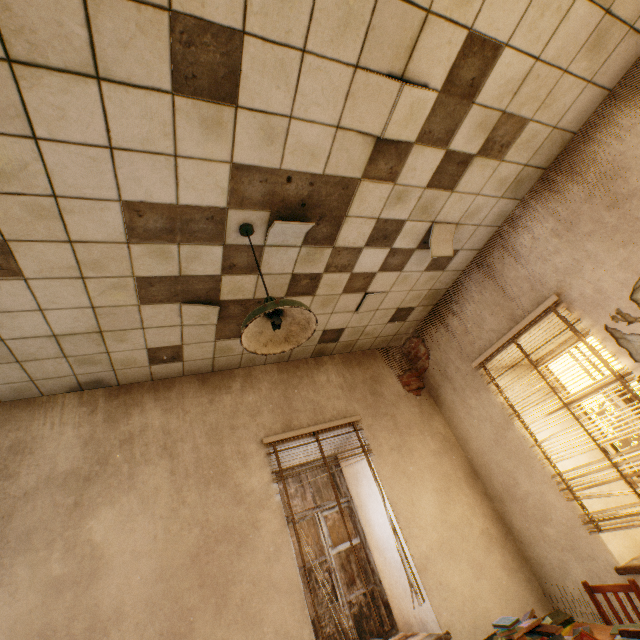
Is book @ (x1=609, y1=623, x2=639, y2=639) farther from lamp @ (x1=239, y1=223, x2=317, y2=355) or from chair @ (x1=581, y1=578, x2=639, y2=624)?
lamp @ (x1=239, y1=223, x2=317, y2=355)

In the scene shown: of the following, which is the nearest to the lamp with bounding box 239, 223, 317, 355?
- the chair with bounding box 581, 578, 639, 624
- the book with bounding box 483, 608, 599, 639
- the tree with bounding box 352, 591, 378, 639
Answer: the book with bounding box 483, 608, 599, 639

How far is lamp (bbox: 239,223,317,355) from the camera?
1.8m

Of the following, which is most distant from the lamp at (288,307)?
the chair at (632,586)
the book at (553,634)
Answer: the chair at (632,586)

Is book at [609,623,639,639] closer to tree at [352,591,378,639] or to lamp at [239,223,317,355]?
lamp at [239,223,317,355]

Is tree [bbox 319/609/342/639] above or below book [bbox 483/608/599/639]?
below

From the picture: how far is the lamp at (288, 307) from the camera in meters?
1.8 m

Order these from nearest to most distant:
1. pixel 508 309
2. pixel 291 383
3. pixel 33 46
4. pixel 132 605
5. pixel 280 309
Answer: pixel 33 46 < pixel 280 309 < pixel 132 605 < pixel 508 309 < pixel 291 383
